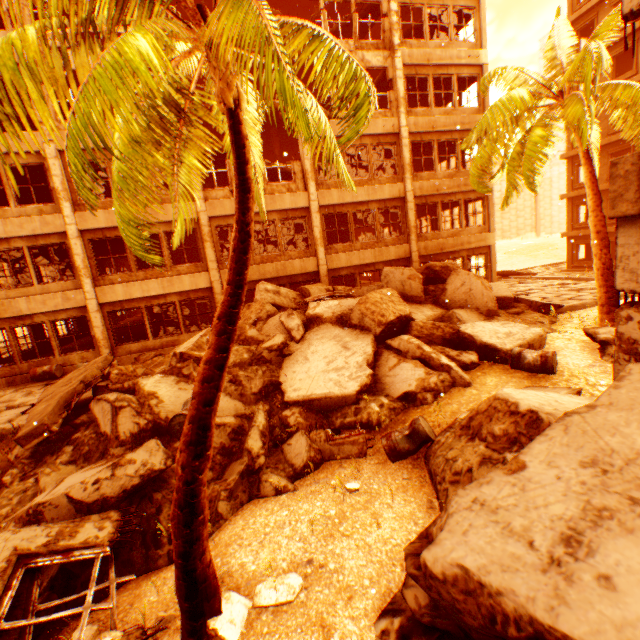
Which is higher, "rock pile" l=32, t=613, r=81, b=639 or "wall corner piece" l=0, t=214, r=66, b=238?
"wall corner piece" l=0, t=214, r=66, b=238

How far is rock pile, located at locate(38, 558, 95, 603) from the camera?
4.06m

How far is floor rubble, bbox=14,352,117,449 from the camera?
6.9 meters

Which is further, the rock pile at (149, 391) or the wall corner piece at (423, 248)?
the wall corner piece at (423, 248)

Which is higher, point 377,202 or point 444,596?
point 377,202

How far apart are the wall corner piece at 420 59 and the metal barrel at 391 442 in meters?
16.5

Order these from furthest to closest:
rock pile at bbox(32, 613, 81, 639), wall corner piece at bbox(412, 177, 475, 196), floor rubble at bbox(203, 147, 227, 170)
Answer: wall corner piece at bbox(412, 177, 475, 196)
floor rubble at bbox(203, 147, 227, 170)
rock pile at bbox(32, 613, 81, 639)

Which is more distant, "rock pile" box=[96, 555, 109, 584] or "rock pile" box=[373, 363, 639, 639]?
"rock pile" box=[96, 555, 109, 584]
